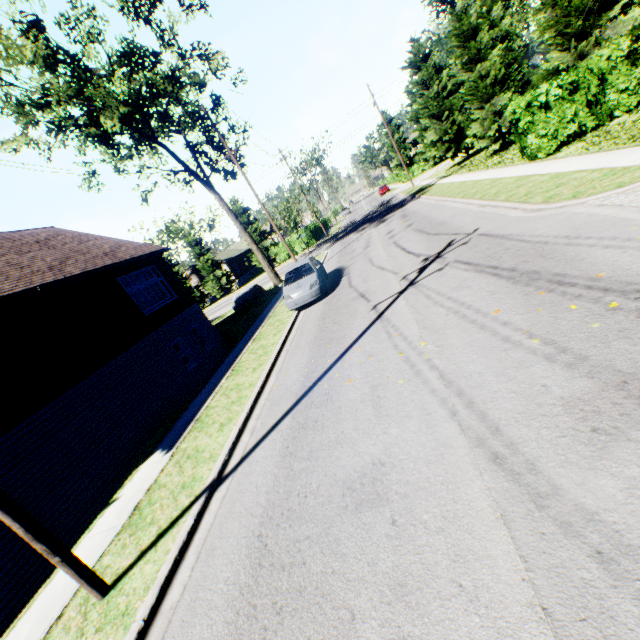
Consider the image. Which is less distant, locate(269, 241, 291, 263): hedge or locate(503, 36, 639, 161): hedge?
locate(503, 36, 639, 161): hedge

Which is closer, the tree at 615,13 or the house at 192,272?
the tree at 615,13

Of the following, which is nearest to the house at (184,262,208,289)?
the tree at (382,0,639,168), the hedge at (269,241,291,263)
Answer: the hedge at (269,241,291,263)

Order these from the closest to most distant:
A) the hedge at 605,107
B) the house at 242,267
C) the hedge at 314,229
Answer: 1. the hedge at 605,107
2. the hedge at 314,229
3. the house at 242,267

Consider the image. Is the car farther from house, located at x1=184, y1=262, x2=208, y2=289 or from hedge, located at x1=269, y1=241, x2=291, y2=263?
house, located at x1=184, y1=262, x2=208, y2=289

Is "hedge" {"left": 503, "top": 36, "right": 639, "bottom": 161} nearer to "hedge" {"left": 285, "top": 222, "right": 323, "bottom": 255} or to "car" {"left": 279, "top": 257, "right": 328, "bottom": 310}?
"car" {"left": 279, "top": 257, "right": 328, "bottom": 310}

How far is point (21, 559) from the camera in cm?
791
